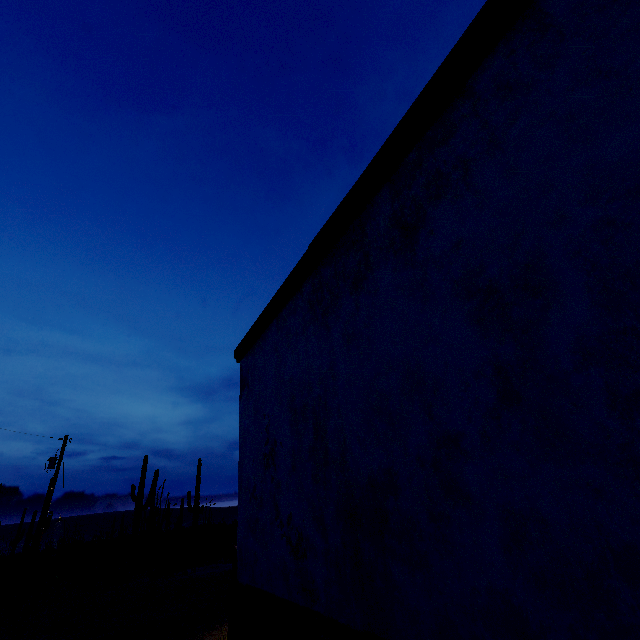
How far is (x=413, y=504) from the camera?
2.0m
